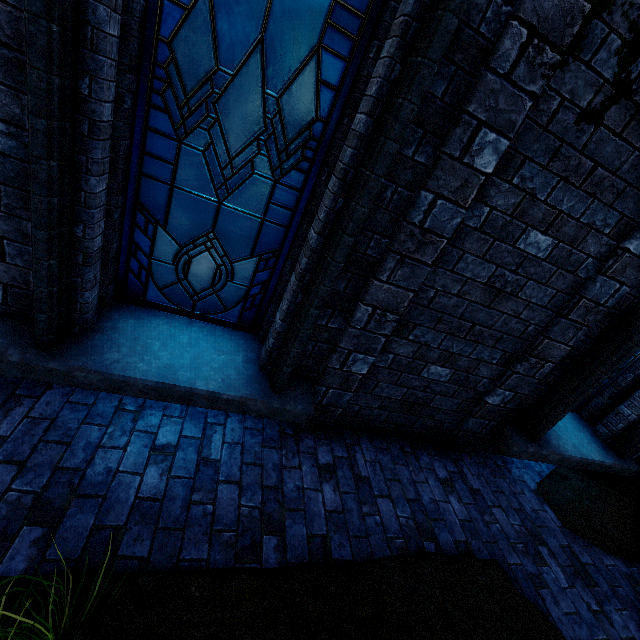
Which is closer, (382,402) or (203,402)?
(203,402)

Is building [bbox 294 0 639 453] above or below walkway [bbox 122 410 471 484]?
above

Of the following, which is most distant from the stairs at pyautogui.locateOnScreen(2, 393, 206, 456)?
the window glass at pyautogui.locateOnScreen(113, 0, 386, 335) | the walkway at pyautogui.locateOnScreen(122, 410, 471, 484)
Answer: the window glass at pyautogui.locateOnScreen(113, 0, 386, 335)

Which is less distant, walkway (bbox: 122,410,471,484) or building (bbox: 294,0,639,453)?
building (bbox: 294,0,639,453)

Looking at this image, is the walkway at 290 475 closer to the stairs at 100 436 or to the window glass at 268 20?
the stairs at 100 436

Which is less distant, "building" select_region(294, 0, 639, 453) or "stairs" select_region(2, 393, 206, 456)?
"building" select_region(294, 0, 639, 453)

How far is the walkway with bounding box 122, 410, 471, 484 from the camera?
2.6 meters

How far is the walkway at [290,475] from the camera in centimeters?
259cm
